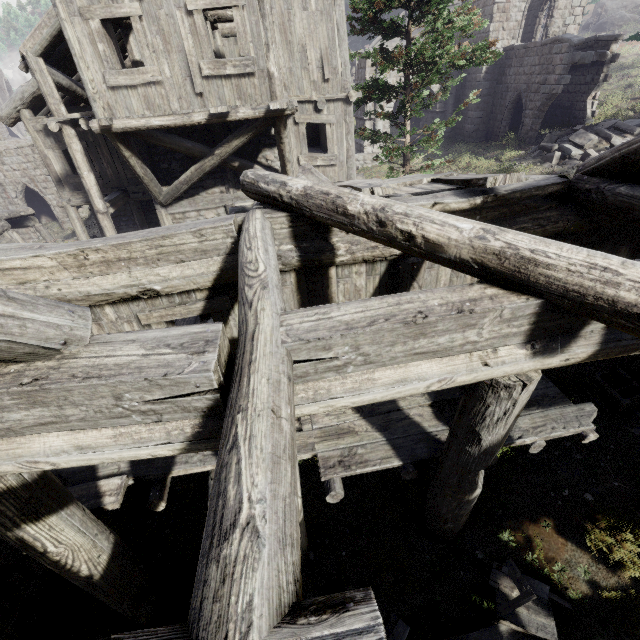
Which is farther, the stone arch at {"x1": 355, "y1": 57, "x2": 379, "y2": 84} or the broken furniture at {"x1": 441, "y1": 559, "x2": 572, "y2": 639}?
the stone arch at {"x1": 355, "y1": 57, "x2": 379, "y2": 84}

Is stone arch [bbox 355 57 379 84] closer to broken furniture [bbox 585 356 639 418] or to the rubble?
broken furniture [bbox 585 356 639 418]

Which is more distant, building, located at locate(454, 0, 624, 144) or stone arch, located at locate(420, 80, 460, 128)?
stone arch, located at locate(420, 80, 460, 128)

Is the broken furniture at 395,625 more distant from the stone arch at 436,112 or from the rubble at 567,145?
the rubble at 567,145

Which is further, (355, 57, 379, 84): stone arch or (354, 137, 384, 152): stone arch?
(354, 137, 384, 152): stone arch

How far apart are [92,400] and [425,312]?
2.3m

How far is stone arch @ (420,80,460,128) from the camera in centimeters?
2358cm
